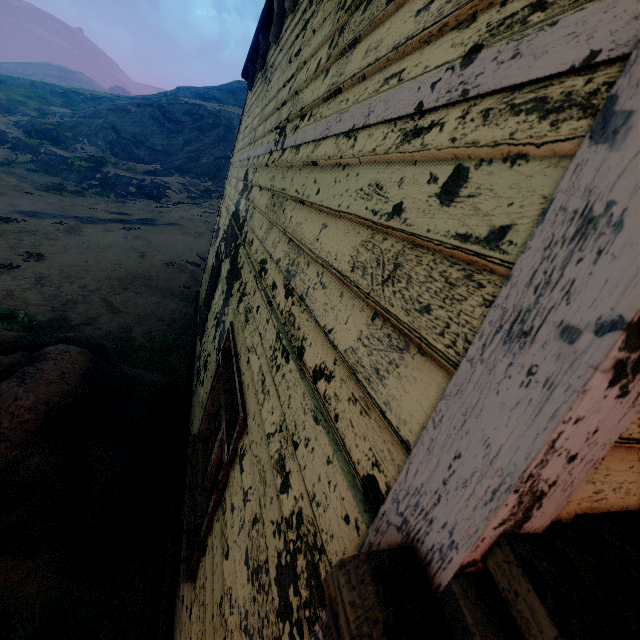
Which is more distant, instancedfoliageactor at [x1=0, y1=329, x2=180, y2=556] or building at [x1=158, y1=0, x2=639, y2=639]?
instancedfoliageactor at [x1=0, y1=329, x2=180, y2=556]

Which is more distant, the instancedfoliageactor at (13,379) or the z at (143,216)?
the z at (143,216)

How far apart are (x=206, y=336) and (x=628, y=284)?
5.4 meters

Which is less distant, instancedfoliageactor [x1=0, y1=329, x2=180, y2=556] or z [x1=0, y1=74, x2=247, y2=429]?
instancedfoliageactor [x1=0, y1=329, x2=180, y2=556]

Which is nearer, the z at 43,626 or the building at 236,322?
the building at 236,322

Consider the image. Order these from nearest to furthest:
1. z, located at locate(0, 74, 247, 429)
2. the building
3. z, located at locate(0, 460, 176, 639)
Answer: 1. the building
2. z, located at locate(0, 460, 176, 639)
3. z, located at locate(0, 74, 247, 429)

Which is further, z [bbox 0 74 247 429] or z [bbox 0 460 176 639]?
z [bbox 0 74 247 429]

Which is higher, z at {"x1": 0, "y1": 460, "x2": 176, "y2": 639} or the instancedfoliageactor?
the instancedfoliageactor
